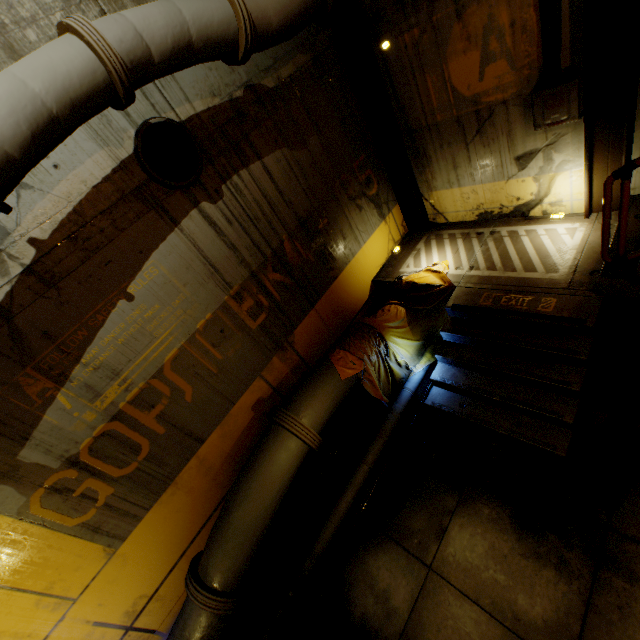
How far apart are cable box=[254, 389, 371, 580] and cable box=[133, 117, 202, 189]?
4.75m

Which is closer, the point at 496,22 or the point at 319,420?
the point at 496,22

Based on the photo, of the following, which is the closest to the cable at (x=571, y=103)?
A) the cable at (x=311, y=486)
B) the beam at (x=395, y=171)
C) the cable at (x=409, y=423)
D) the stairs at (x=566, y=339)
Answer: the stairs at (x=566, y=339)

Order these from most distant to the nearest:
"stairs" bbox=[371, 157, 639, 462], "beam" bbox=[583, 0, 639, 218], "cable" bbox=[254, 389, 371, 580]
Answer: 1. "cable" bbox=[254, 389, 371, 580]
2. "stairs" bbox=[371, 157, 639, 462]
3. "beam" bbox=[583, 0, 639, 218]

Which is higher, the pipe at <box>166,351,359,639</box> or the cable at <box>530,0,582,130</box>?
the cable at <box>530,0,582,130</box>

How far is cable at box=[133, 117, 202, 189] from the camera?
3.9m

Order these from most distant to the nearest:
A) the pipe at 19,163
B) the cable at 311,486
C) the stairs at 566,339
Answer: the cable at 311,486
the stairs at 566,339
the pipe at 19,163

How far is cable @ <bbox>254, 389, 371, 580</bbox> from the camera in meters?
5.3
